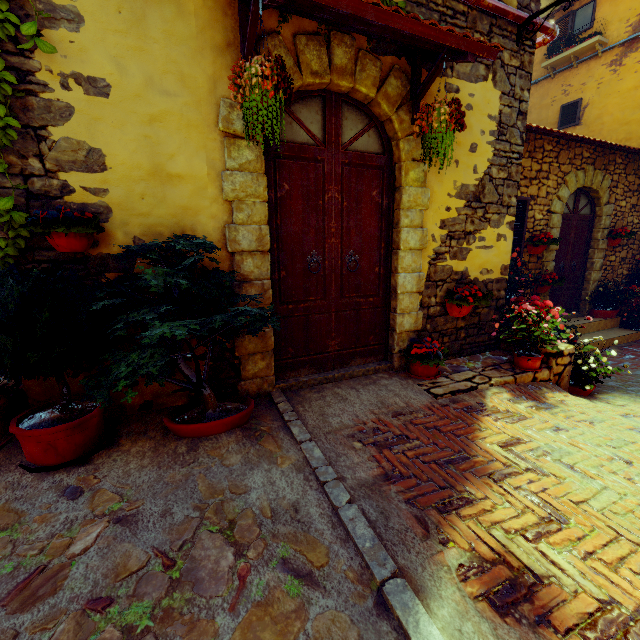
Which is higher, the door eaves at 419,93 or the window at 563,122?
the window at 563,122

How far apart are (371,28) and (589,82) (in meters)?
11.03

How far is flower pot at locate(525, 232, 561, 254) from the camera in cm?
609

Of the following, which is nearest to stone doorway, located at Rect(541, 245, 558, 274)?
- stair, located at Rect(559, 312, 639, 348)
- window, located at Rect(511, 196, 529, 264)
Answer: stair, located at Rect(559, 312, 639, 348)

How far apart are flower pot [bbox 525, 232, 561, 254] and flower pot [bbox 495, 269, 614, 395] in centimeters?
205cm

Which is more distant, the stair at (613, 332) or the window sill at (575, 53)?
the window sill at (575, 53)

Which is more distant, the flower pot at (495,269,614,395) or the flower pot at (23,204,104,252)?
the flower pot at (495,269,614,395)

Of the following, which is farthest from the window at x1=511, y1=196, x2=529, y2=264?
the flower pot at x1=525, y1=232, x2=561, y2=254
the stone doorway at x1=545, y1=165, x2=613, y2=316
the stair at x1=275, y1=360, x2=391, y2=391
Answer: the stair at x1=275, y1=360, x2=391, y2=391
